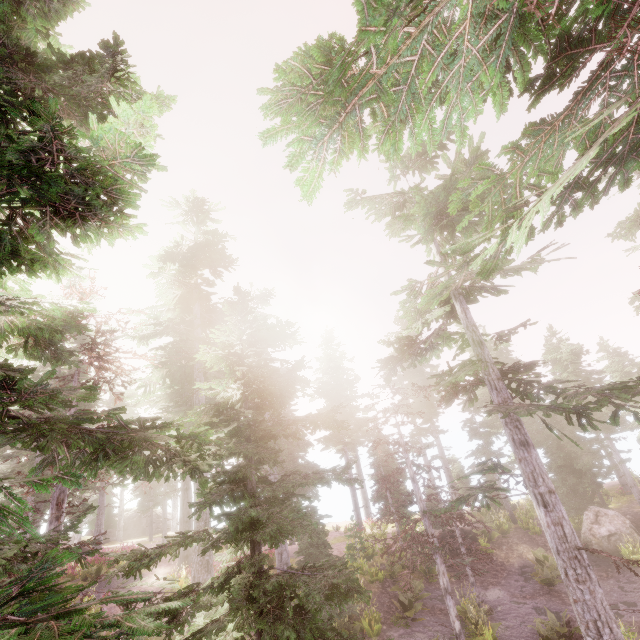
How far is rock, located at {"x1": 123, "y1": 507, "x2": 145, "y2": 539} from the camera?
40.4 meters

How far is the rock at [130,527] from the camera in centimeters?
4044cm

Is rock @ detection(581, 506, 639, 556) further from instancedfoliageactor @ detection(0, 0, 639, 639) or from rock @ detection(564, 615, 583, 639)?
rock @ detection(564, 615, 583, 639)

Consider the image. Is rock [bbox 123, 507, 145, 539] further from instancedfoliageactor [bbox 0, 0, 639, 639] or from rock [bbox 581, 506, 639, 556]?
rock [bbox 581, 506, 639, 556]

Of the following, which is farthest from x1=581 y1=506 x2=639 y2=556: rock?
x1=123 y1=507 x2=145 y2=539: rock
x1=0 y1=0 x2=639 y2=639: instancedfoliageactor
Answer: x1=123 y1=507 x2=145 y2=539: rock

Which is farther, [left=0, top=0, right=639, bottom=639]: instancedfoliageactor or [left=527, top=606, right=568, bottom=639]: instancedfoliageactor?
[left=527, top=606, right=568, bottom=639]: instancedfoliageactor

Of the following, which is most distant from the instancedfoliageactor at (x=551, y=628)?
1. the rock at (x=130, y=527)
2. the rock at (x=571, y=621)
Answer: the rock at (x=571, y=621)

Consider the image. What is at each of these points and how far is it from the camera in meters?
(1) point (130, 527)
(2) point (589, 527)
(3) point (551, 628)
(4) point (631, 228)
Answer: (1) rock, 41.2
(2) rock, 18.8
(3) instancedfoliageactor, 12.8
(4) instancedfoliageactor, 17.5
